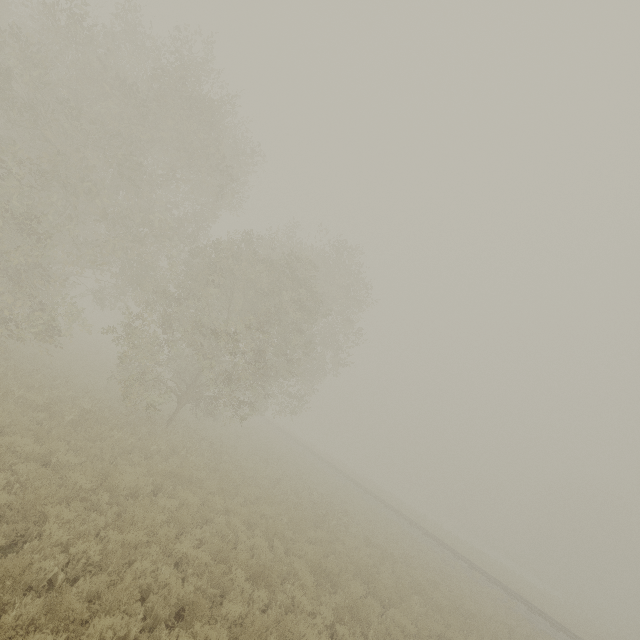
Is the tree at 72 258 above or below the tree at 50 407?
above

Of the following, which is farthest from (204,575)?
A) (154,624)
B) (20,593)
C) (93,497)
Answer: (20,593)

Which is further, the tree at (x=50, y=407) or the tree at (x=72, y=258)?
the tree at (x=72, y=258)

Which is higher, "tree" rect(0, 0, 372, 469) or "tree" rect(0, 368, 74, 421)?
"tree" rect(0, 0, 372, 469)

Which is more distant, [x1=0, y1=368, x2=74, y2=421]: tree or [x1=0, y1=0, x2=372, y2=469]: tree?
[x1=0, y1=0, x2=372, y2=469]: tree
